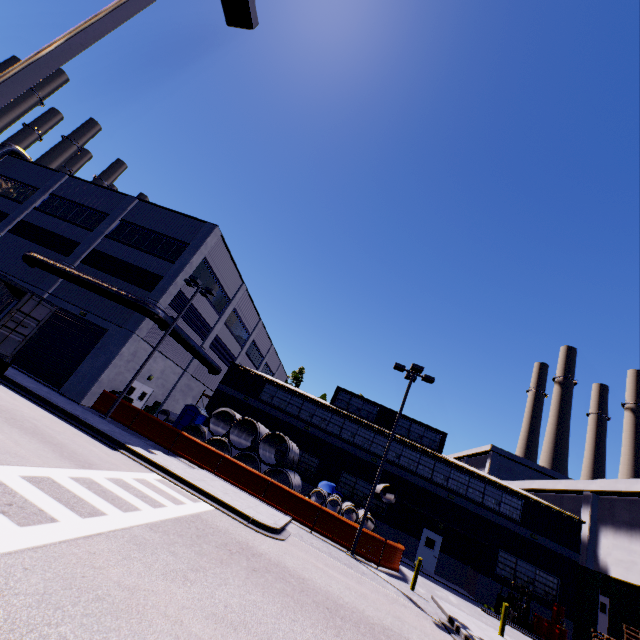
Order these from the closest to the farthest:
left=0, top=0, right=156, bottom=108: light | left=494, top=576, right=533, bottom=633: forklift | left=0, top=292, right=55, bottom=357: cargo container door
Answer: left=0, top=0, right=156, bottom=108: light
left=0, top=292, right=55, bottom=357: cargo container door
left=494, top=576, right=533, bottom=633: forklift

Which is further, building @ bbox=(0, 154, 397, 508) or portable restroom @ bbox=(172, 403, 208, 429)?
portable restroom @ bbox=(172, 403, 208, 429)

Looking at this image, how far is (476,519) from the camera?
23.5m

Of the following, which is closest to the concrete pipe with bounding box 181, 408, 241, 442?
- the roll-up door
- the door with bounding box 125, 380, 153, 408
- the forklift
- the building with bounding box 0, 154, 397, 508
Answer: the building with bounding box 0, 154, 397, 508

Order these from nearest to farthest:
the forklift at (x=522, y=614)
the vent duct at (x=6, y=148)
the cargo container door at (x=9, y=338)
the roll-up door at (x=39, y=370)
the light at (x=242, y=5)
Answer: the light at (x=242, y=5), the cargo container door at (x=9, y=338), the forklift at (x=522, y=614), the roll-up door at (x=39, y=370), the vent duct at (x=6, y=148)

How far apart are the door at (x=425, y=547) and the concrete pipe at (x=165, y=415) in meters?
21.0 m

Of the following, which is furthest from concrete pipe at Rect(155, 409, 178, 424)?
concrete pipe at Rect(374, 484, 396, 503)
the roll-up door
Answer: concrete pipe at Rect(374, 484, 396, 503)

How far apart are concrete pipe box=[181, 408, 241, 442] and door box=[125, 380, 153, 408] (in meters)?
4.90
